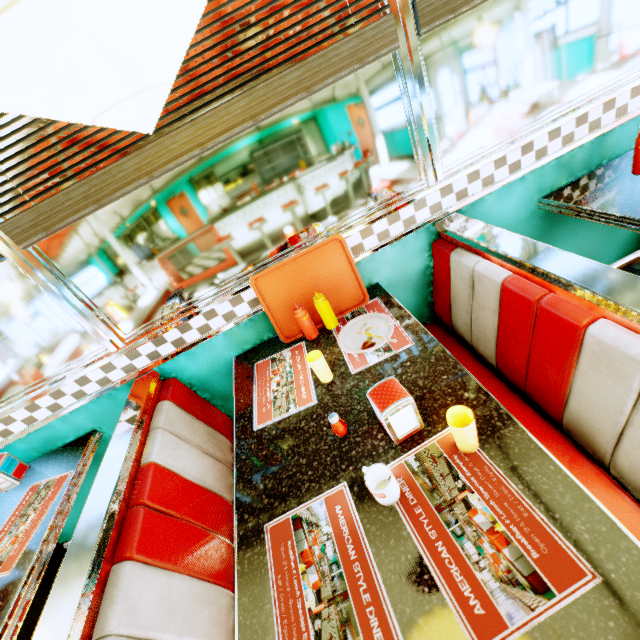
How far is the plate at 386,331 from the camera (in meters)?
1.54

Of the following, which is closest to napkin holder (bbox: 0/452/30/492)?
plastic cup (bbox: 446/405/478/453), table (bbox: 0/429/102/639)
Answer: table (bbox: 0/429/102/639)

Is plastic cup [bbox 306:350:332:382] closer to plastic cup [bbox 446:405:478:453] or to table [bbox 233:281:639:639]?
table [bbox 233:281:639:639]

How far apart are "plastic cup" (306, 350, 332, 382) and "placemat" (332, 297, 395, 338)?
0.2 meters

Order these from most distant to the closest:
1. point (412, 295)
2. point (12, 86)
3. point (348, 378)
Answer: point (412, 295), point (348, 378), point (12, 86)

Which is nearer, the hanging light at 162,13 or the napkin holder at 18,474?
the hanging light at 162,13

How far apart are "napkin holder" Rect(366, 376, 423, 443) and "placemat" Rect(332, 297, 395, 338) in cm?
33

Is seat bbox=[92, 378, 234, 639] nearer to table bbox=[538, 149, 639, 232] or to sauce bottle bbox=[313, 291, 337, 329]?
sauce bottle bbox=[313, 291, 337, 329]
